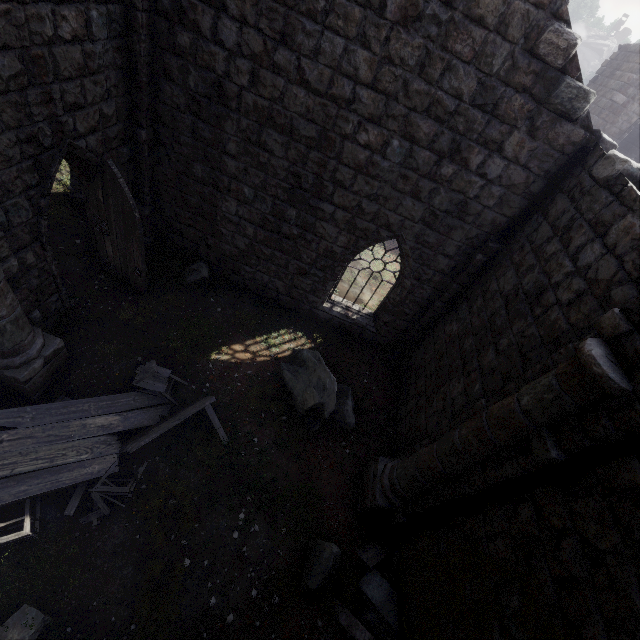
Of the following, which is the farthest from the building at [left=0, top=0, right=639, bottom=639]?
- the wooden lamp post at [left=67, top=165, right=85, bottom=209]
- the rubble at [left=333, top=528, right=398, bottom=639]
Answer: the wooden lamp post at [left=67, top=165, right=85, bottom=209]

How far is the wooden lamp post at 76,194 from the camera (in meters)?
9.15

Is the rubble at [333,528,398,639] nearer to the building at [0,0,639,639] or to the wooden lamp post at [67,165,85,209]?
the building at [0,0,639,639]

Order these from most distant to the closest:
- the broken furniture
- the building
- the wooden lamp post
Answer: the wooden lamp post < the broken furniture < the building

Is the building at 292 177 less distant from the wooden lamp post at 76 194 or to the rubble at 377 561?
the rubble at 377 561

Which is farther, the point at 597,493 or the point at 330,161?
the point at 330,161

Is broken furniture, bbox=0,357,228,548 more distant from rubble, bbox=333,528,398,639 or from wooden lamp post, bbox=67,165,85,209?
wooden lamp post, bbox=67,165,85,209

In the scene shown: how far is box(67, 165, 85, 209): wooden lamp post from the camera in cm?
915
